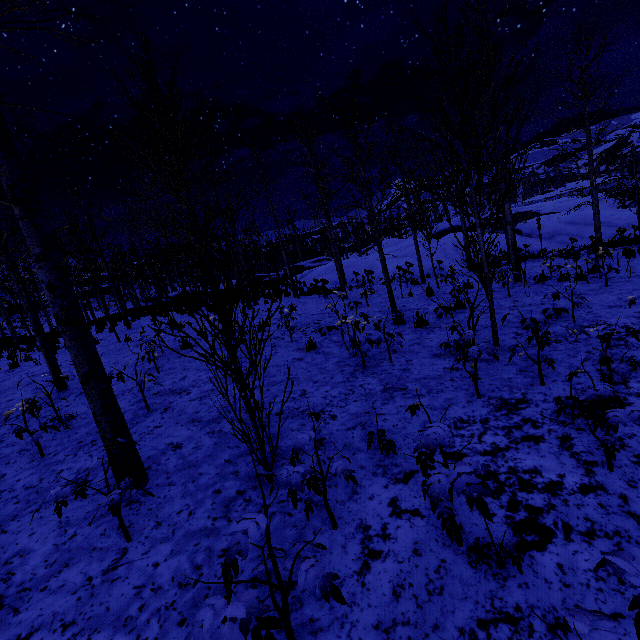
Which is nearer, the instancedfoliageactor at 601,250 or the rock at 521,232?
the instancedfoliageactor at 601,250

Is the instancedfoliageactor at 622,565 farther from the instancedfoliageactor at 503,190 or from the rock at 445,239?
the instancedfoliageactor at 503,190

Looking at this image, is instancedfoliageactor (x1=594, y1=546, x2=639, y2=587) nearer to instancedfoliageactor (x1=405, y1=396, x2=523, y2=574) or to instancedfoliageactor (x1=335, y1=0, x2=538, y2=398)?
instancedfoliageactor (x1=405, y1=396, x2=523, y2=574)

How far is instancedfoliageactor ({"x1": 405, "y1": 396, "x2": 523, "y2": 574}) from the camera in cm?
176

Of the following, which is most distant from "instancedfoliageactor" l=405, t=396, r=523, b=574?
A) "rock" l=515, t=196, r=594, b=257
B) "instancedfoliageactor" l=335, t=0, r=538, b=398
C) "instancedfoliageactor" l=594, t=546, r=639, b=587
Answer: "instancedfoliageactor" l=335, t=0, r=538, b=398

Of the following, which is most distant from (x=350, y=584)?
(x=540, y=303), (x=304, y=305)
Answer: (x=304, y=305)

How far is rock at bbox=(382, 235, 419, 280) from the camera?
20.0m
